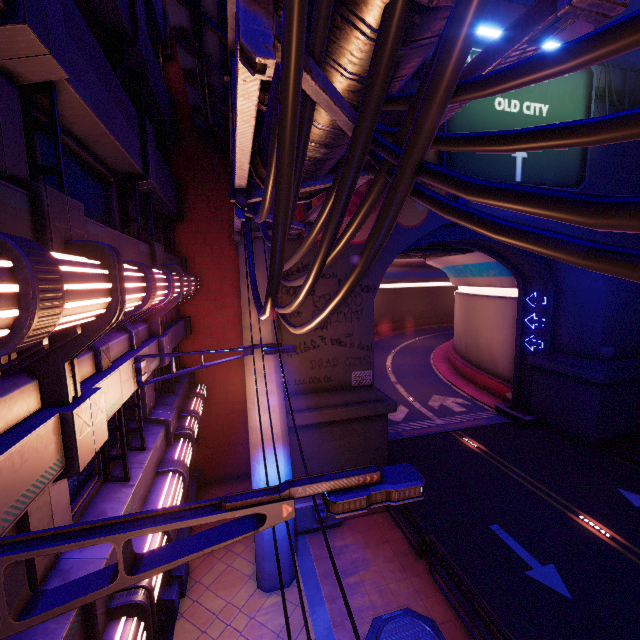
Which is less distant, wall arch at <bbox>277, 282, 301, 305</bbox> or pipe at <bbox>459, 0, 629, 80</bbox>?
pipe at <bbox>459, 0, 629, 80</bbox>

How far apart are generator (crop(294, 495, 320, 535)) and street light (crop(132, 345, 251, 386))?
7.0m

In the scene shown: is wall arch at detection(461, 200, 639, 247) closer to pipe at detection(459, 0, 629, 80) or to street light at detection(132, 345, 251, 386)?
pipe at detection(459, 0, 629, 80)

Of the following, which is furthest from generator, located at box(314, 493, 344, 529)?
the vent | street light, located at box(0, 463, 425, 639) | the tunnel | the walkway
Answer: the vent

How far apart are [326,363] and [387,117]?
10.2 meters

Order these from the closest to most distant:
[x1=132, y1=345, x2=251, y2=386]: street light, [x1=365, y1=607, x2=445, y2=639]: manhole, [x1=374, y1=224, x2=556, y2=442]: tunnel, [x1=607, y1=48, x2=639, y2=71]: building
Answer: [x1=132, y1=345, x2=251, y2=386]: street light < [x1=365, y1=607, x2=445, y2=639]: manhole < [x1=607, y1=48, x2=639, y2=71]: building < [x1=374, y1=224, x2=556, y2=442]: tunnel

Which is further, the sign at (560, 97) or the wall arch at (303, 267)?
the sign at (560, 97)

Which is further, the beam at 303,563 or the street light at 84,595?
the beam at 303,563
